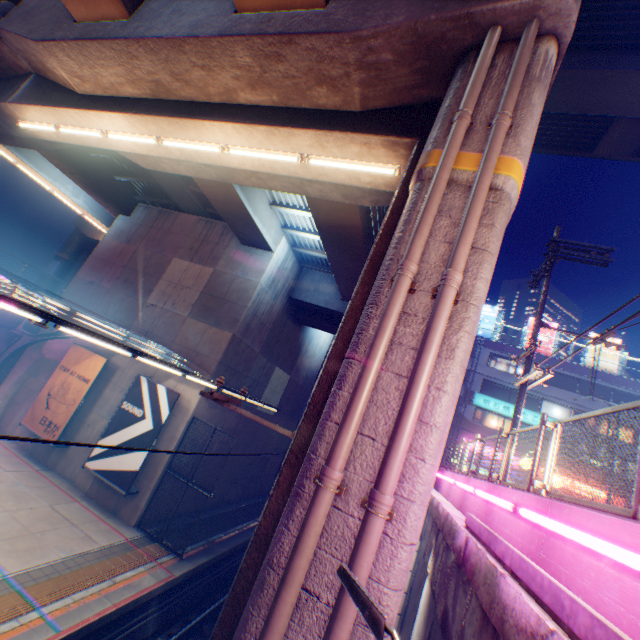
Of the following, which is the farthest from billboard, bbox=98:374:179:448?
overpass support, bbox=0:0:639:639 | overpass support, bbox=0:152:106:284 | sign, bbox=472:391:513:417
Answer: sign, bbox=472:391:513:417

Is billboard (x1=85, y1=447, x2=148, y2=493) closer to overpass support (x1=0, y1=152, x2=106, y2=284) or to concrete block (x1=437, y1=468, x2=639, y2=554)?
Answer: concrete block (x1=437, y1=468, x2=639, y2=554)

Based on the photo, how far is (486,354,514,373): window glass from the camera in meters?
33.7

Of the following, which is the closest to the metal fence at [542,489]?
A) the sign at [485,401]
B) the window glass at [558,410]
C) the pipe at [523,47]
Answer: the pipe at [523,47]

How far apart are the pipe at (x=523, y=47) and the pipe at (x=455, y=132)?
0.3 meters

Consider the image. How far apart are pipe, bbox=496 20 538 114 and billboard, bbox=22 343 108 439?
16.7m

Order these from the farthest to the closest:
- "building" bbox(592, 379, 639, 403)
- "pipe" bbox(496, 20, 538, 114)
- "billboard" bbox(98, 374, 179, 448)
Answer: "building" bbox(592, 379, 639, 403)
"billboard" bbox(98, 374, 179, 448)
"pipe" bbox(496, 20, 538, 114)

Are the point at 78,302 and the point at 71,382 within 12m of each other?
yes
